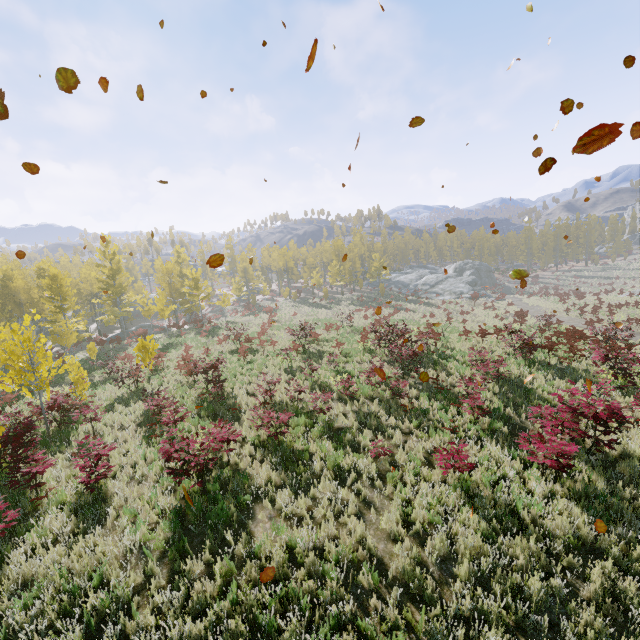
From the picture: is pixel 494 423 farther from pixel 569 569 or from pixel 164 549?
pixel 164 549

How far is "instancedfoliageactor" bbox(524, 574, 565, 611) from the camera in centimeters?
503cm

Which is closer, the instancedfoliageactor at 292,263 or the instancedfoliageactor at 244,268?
the instancedfoliageactor at 244,268

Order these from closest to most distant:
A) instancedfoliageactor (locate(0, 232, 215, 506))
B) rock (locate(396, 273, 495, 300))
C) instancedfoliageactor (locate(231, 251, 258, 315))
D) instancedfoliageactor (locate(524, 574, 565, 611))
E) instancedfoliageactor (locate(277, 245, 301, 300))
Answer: instancedfoliageactor (locate(524, 574, 565, 611)) < instancedfoliageactor (locate(0, 232, 215, 506)) < rock (locate(396, 273, 495, 300)) < instancedfoliageactor (locate(231, 251, 258, 315)) < instancedfoliageactor (locate(277, 245, 301, 300))

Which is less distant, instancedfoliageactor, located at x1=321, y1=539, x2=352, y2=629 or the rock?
instancedfoliageactor, located at x1=321, y1=539, x2=352, y2=629

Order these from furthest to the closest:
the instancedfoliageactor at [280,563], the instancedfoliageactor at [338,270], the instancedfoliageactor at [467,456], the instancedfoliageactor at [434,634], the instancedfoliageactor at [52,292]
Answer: the instancedfoliageactor at [338,270] → the instancedfoliageactor at [52,292] → the instancedfoliageactor at [467,456] → the instancedfoliageactor at [280,563] → the instancedfoliageactor at [434,634]

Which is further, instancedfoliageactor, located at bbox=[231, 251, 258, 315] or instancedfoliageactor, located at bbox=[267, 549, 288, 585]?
instancedfoliageactor, located at bbox=[231, 251, 258, 315]
